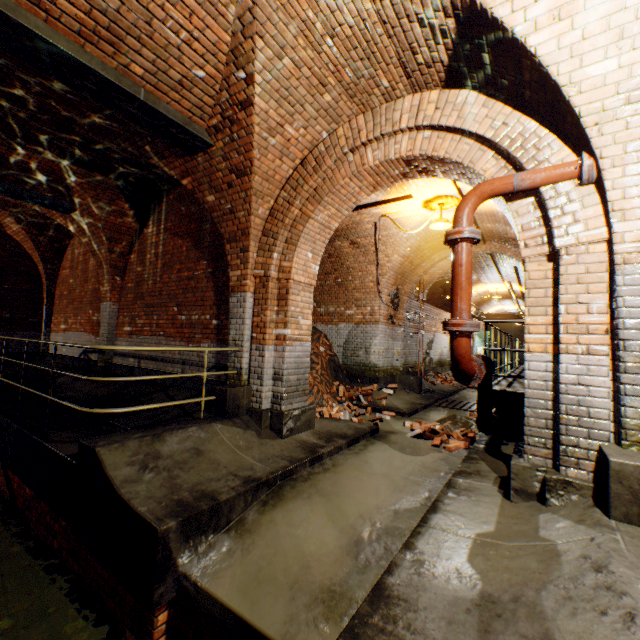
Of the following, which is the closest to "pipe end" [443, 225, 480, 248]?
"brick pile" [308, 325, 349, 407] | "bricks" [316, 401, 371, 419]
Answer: "brick pile" [308, 325, 349, 407]

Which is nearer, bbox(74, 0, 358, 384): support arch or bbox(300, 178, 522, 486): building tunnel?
bbox(74, 0, 358, 384): support arch

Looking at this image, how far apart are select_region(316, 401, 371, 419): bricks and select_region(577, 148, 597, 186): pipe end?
5.03m

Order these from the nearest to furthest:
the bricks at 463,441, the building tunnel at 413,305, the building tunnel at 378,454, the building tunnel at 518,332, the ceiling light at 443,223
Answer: the building tunnel at 378,454 < the bricks at 463,441 < the ceiling light at 443,223 < the building tunnel at 413,305 < the building tunnel at 518,332

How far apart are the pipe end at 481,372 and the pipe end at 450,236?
1.3m

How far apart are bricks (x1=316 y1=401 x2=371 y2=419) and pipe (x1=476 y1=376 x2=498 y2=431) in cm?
263

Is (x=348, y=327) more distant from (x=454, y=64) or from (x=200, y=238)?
(x=454, y=64)

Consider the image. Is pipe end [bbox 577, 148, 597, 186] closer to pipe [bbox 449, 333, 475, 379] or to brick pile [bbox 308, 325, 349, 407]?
pipe [bbox 449, 333, 475, 379]
